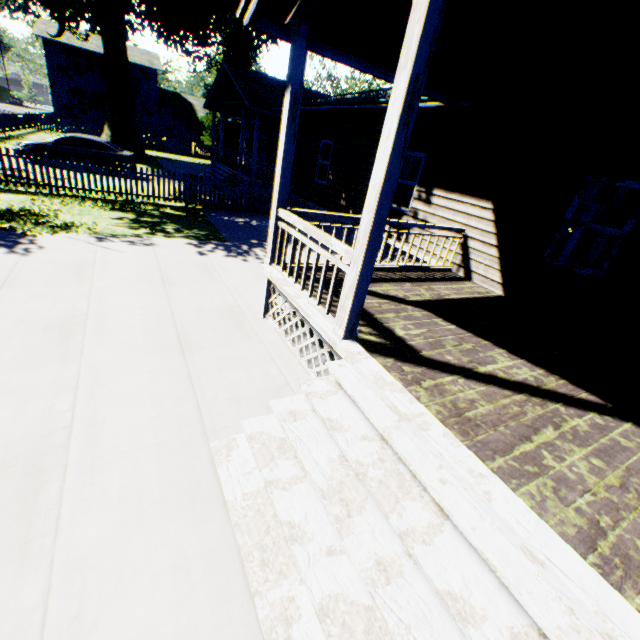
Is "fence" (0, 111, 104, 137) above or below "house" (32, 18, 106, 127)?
below

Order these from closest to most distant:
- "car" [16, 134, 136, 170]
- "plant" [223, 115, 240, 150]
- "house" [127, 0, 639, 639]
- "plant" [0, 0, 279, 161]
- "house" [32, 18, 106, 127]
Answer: "house" [127, 0, 639, 639] → "car" [16, 134, 136, 170] → "plant" [0, 0, 279, 161] → "house" [32, 18, 106, 127] → "plant" [223, 115, 240, 150]

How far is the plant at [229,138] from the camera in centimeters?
3541cm

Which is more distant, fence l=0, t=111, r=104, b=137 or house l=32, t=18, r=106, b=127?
house l=32, t=18, r=106, b=127

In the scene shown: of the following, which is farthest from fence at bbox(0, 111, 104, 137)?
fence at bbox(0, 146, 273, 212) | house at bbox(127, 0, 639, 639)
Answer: fence at bbox(0, 146, 273, 212)

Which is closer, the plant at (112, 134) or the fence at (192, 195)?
the fence at (192, 195)

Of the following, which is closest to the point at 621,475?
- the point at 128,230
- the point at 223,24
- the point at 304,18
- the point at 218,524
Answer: the point at 218,524

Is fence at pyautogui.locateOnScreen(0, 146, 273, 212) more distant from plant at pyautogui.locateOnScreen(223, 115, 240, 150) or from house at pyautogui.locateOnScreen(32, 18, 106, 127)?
house at pyautogui.locateOnScreen(32, 18, 106, 127)
